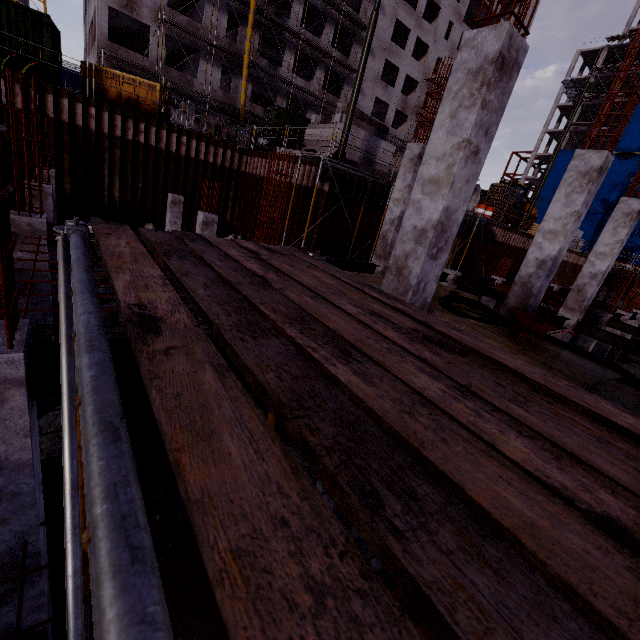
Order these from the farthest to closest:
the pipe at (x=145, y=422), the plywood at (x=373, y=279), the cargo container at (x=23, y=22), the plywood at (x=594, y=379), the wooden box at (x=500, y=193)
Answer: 1. the wooden box at (x=500, y=193)
2. the cargo container at (x=23, y=22)
3. the plywood at (x=373, y=279)
4. the pipe at (x=145, y=422)
5. the plywood at (x=594, y=379)

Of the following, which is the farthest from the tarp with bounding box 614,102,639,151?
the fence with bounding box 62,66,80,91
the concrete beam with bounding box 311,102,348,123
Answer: the fence with bounding box 62,66,80,91

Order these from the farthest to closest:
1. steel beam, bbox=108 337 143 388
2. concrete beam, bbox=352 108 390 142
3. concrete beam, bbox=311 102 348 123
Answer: concrete beam, bbox=352 108 390 142 < concrete beam, bbox=311 102 348 123 < steel beam, bbox=108 337 143 388

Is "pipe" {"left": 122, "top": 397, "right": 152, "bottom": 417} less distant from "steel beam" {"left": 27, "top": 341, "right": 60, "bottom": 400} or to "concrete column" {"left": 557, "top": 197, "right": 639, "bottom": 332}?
"concrete column" {"left": 557, "top": 197, "right": 639, "bottom": 332}

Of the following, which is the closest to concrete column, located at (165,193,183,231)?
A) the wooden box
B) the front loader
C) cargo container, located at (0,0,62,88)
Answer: cargo container, located at (0,0,62,88)

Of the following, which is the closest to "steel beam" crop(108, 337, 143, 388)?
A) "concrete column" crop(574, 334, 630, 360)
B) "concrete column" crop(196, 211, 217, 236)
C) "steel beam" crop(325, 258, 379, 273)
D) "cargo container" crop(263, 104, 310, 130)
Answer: "steel beam" crop(325, 258, 379, 273)

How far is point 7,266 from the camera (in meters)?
2.30

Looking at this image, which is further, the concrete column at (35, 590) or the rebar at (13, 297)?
the concrete column at (35, 590)
